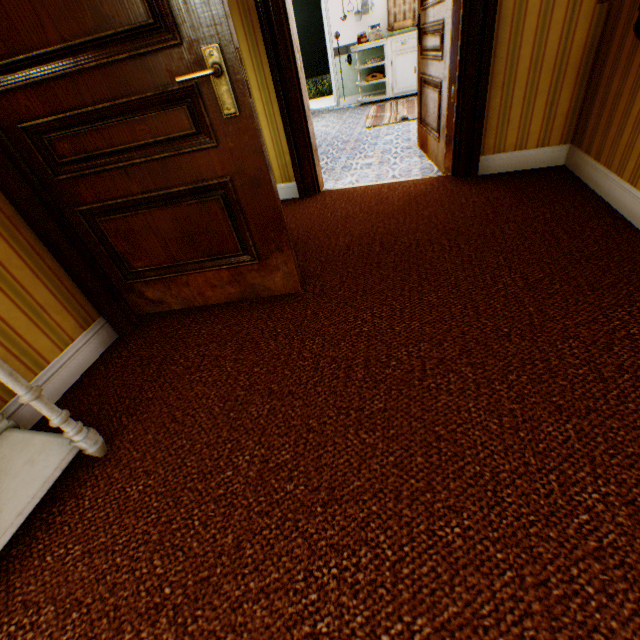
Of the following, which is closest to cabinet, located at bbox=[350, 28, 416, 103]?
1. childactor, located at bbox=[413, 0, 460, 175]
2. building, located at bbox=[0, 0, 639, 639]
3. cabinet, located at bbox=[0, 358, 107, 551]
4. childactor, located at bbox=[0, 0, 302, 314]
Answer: building, located at bbox=[0, 0, 639, 639]

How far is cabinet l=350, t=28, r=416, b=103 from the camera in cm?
633

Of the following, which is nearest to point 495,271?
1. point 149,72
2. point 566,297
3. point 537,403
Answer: point 566,297

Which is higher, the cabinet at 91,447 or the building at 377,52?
the building at 377,52

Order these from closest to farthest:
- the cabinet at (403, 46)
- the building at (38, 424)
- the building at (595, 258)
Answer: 1. the building at (595, 258)
2. the building at (38, 424)
3. the cabinet at (403, 46)

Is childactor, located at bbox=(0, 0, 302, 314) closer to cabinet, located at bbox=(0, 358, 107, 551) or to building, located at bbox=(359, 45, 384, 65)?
building, located at bbox=(359, 45, 384, 65)

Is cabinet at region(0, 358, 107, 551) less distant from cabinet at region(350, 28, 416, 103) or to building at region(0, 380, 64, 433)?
building at region(0, 380, 64, 433)

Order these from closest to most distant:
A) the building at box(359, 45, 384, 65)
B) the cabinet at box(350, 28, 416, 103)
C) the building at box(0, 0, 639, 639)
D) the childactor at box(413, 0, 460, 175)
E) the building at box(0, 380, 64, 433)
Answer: the building at box(0, 0, 639, 639), the building at box(0, 380, 64, 433), the childactor at box(413, 0, 460, 175), the cabinet at box(350, 28, 416, 103), the building at box(359, 45, 384, 65)
